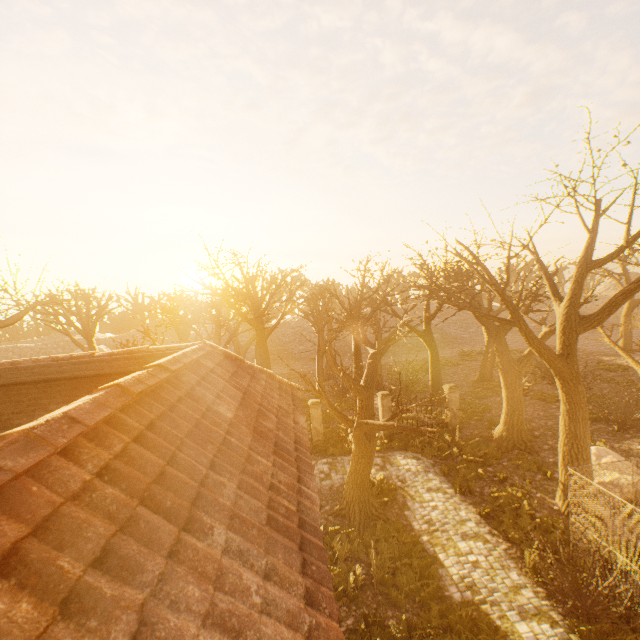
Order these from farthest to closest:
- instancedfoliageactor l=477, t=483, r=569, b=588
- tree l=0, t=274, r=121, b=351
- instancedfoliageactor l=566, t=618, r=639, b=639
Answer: tree l=0, t=274, r=121, b=351 → instancedfoliageactor l=477, t=483, r=569, b=588 → instancedfoliageactor l=566, t=618, r=639, b=639

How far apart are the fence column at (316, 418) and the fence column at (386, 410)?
3.3m

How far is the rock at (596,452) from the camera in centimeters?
1266cm

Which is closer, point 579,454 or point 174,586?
point 174,586

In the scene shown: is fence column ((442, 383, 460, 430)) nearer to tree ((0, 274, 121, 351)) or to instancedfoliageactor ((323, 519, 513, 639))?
tree ((0, 274, 121, 351))

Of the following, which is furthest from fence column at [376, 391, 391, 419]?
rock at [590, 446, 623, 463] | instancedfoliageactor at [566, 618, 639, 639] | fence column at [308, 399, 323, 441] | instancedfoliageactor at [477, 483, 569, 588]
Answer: instancedfoliageactor at [566, 618, 639, 639]

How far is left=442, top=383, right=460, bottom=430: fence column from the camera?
18.45m

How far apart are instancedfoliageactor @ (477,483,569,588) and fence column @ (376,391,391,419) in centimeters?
775cm
